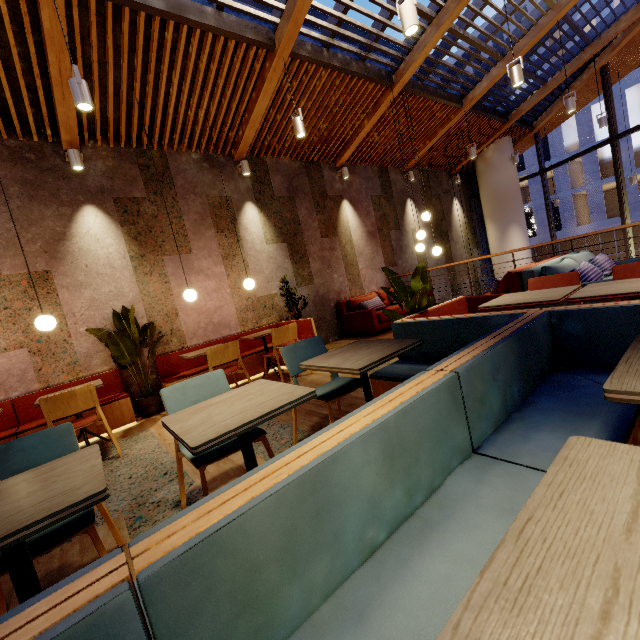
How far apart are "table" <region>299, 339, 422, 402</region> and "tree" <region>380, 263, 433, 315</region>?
0.9m

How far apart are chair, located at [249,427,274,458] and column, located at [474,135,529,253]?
11.2m

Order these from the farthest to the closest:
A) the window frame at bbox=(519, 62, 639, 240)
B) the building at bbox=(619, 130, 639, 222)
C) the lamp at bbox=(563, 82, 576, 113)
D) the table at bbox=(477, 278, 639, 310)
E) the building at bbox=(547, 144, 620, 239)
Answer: the building at bbox=(547, 144, 620, 239)
the building at bbox=(619, 130, 639, 222)
the window frame at bbox=(519, 62, 639, 240)
the lamp at bbox=(563, 82, 576, 113)
the table at bbox=(477, 278, 639, 310)

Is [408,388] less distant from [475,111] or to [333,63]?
[333,63]

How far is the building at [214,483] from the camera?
2.4m

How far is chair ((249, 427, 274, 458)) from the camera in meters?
2.0

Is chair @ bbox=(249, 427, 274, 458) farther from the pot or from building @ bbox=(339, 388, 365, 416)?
the pot

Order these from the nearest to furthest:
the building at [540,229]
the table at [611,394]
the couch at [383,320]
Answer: the table at [611,394] < the couch at [383,320] < the building at [540,229]
